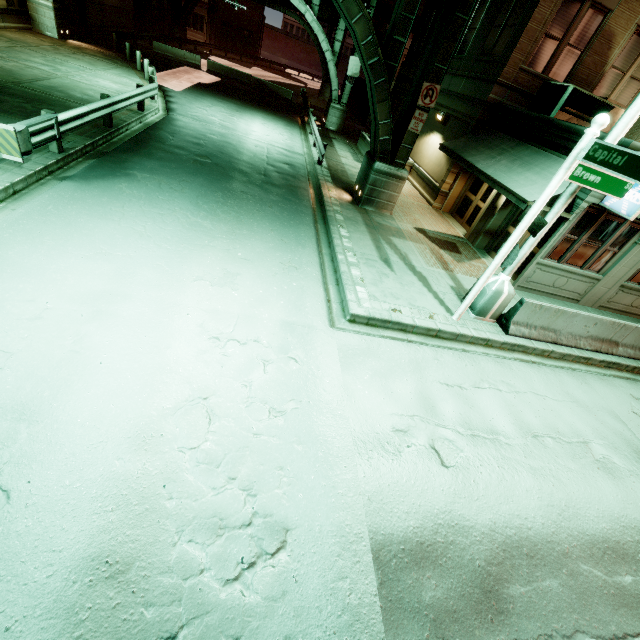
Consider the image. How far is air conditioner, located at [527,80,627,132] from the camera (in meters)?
11.43

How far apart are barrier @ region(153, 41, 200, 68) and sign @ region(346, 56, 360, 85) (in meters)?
15.70

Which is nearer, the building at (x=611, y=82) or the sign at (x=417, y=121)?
the sign at (x=417, y=121)

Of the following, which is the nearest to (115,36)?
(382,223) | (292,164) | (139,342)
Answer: (292,164)

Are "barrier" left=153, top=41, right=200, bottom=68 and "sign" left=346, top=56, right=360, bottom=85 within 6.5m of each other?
no

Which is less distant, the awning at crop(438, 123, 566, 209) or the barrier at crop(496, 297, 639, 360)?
the barrier at crop(496, 297, 639, 360)

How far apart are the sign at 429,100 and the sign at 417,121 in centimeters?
14cm

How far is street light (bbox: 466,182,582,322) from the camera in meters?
7.1
